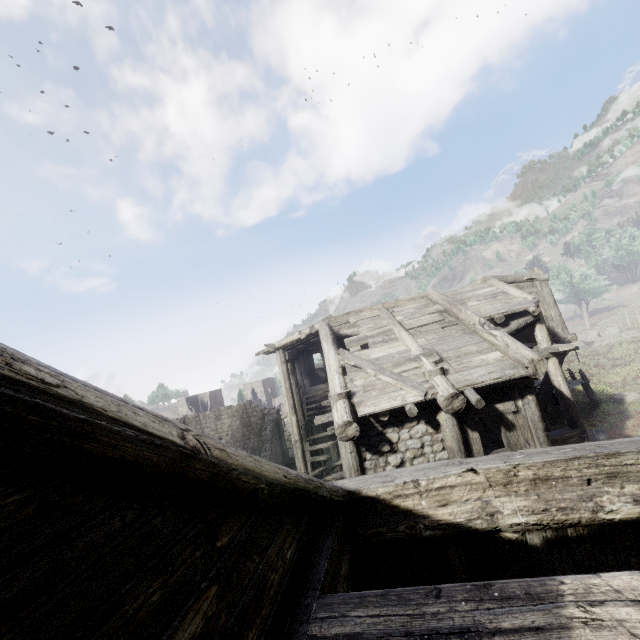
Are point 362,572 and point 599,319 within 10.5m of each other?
no

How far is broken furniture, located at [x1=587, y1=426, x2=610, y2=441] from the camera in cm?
1429

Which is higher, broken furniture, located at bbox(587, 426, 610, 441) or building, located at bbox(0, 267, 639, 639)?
building, located at bbox(0, 267, 639, 639)

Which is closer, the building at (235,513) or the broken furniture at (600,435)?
the building at (235,513)

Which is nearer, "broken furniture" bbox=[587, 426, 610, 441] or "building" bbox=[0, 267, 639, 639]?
"building" bbox=[0, 267, 639, 639]

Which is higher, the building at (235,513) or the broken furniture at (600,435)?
the building at (235,513)
